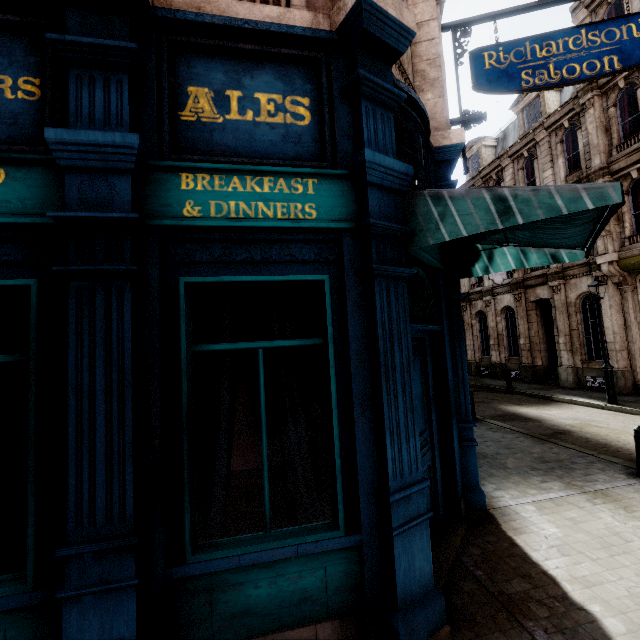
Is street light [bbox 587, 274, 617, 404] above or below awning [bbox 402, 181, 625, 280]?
below

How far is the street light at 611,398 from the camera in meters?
11.9 m

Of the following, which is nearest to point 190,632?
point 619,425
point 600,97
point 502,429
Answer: point 502,429

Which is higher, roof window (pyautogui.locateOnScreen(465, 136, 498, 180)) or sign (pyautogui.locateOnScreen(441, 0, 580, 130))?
roof window (pyautogui.locateOnScreen(465, 136, 498, 180))

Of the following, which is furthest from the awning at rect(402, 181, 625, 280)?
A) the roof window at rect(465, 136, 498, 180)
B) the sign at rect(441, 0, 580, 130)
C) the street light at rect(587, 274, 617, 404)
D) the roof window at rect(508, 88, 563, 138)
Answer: the roof window at rect(465, 136, 498, 180)

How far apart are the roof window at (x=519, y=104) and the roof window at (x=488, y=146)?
2.48m

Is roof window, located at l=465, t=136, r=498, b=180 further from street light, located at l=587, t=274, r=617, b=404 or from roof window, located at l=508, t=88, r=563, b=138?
street light, located at l=587, t=274, r=617, b=404

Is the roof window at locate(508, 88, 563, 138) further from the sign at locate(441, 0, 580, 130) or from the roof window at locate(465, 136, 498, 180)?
the sign at locate(441, 0, 580, 130)
